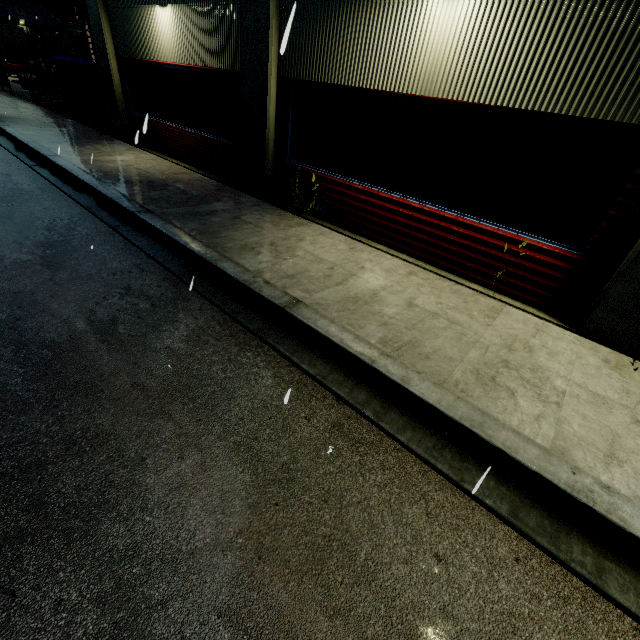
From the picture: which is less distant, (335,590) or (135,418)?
(335,590)

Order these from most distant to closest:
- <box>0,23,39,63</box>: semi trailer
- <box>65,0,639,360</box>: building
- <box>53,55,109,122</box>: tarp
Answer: <box>0,23,39,63</box>: semi trailer → <box>53,55,109,122</box>: tarp → <box>65,0,639,360</box>: building

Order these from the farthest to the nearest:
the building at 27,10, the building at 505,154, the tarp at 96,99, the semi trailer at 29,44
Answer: the building at 27,10
the semi trailer at 29,44
the tarp at 96,99
the building at 505,154

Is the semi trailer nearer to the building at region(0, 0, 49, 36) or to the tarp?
→ the building at region(0, 0, 49, 36)

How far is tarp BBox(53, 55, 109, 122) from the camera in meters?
12.2 m

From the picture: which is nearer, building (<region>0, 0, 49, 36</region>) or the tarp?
the tarp

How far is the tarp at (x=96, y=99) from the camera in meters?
12.2 m
